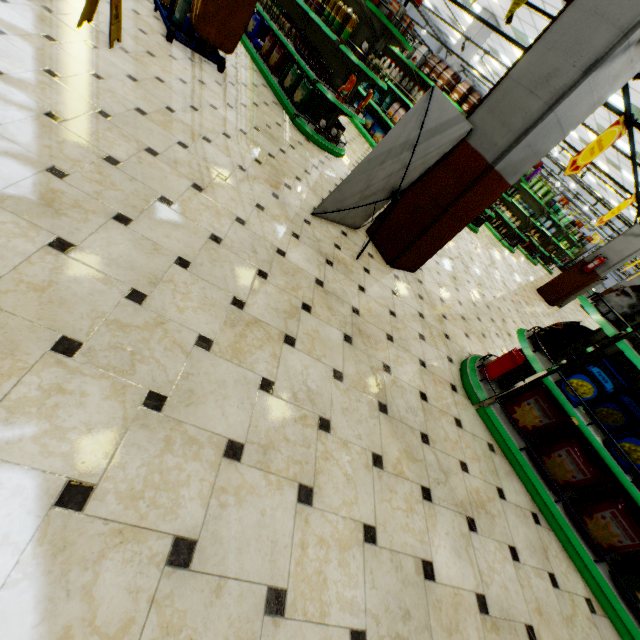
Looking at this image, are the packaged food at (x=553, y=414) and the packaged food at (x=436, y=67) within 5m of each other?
no

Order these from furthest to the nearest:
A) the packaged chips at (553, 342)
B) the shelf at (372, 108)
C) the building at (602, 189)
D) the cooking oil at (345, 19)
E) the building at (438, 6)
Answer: the building at (602, 189) < the building at (438, 6) < the shelf at (372, 108) < the cooking oil at (345, 19) < the packaged chips at (553, 342)

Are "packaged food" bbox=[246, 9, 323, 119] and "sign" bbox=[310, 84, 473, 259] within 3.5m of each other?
no

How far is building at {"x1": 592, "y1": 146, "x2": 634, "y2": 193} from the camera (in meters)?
13.75

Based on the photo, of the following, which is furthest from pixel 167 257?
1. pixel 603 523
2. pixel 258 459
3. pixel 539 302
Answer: pixel 539 302

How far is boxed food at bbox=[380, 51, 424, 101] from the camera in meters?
7.8

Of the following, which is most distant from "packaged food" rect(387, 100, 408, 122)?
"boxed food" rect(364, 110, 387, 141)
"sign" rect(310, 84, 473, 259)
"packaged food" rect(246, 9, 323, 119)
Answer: "sign" rect(310, 84, 473, 259)

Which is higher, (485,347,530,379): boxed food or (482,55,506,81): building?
(482,55,506,81): building
